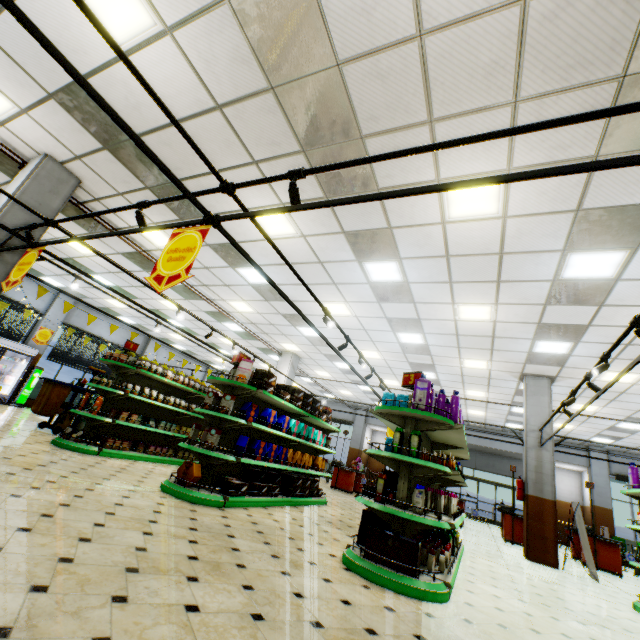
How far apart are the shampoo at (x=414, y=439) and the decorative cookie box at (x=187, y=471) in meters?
3.4

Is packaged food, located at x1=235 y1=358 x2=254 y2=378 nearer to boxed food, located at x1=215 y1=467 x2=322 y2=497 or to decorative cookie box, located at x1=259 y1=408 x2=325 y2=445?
decorative cookie box, located at x1=259 y1=408 x2=325 y2=445

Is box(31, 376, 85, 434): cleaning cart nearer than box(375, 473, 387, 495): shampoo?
No

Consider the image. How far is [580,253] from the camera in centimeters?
516cm

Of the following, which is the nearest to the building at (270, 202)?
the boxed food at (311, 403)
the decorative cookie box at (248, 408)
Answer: the decorative cookie box at (248, 408)

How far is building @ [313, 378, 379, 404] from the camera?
17.44m

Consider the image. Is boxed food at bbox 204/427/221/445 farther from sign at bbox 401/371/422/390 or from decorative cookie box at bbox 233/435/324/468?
sign at bbox 401/371/422/390

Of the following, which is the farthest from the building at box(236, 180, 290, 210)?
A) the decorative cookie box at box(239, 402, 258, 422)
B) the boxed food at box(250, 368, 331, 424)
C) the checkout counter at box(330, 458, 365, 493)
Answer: the boxed food at box(250, 368, 331, 424)
